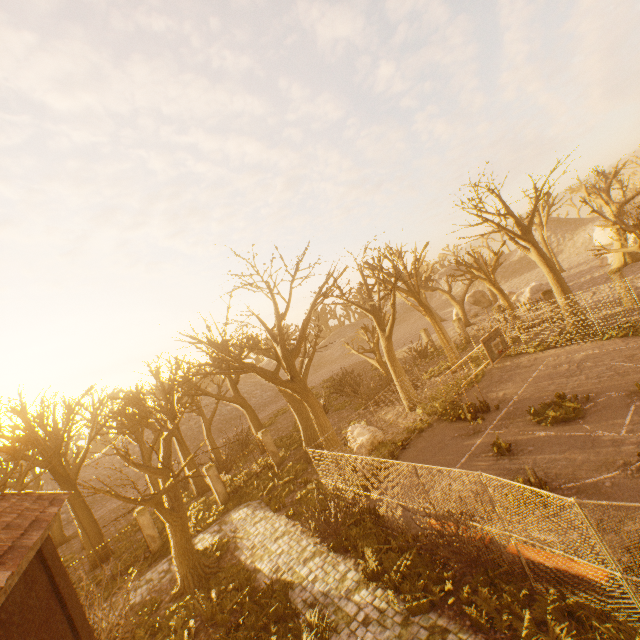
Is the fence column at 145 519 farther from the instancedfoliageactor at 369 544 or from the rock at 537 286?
the rock at 537 286

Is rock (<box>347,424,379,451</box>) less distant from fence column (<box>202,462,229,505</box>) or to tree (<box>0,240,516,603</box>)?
tree (<box>0,240,516,603</box>)

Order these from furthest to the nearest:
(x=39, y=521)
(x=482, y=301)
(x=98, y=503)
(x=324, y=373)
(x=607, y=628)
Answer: (x=324, y=373) < (x=482, y=301) < (x=98, y=503) < (x=39, y=521) < (x=607, y=628)

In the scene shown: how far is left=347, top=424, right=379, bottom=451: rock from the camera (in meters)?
17.73

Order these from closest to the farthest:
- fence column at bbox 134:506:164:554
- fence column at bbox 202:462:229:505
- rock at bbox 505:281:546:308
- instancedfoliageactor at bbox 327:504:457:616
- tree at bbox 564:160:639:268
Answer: instancedfoliageactor at bbox 327:504:457:616 → fence column at bbox 134:506:164:554 → tree at bbox 564:160:639:268 → fence column at bbox 202:462:229:505 → rock at bbox 505:281:546:308

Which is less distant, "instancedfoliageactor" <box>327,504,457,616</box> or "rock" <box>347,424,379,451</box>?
"instancedfoliageactor" <box>327,504,457,616</box>

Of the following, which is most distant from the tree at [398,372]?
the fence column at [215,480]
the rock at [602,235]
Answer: the rock at [602,235]

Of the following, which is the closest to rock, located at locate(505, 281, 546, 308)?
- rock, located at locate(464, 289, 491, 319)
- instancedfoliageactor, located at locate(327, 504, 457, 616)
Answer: rock, located at locate(464, 289, 491, 319)
